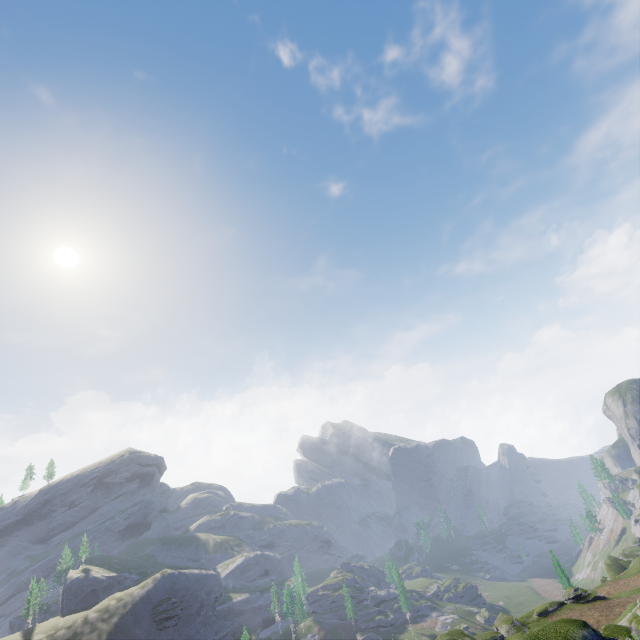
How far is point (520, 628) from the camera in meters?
49.8
